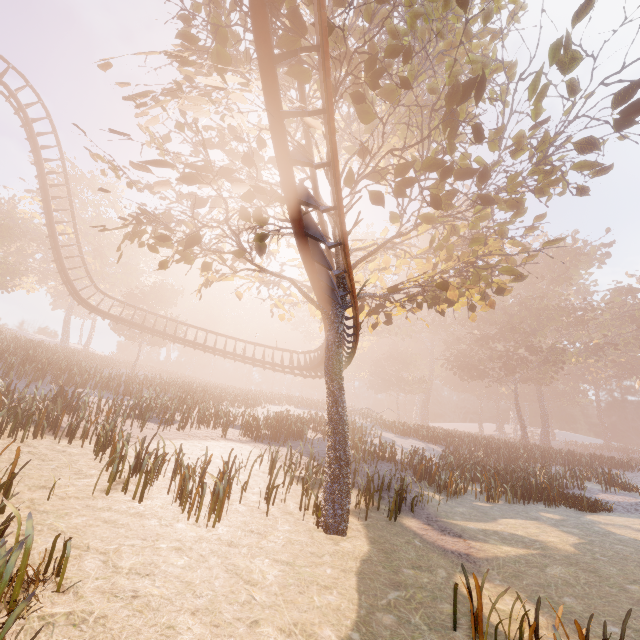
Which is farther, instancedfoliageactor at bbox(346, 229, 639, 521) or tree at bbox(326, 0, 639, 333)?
instancedfoliageactor at bbox(346, 229, 639, 521)

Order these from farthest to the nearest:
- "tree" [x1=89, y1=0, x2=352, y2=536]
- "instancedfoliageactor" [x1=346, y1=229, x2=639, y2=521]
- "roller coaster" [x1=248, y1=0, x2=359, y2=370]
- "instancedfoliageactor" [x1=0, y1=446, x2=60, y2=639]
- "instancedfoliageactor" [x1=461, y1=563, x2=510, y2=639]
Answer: "instancedfoliageactor" [x1=346, y1=229, x2=639, y2=521]
"tree" [x1=89, y1=0, x2=352, y2=536]
"roller coaster" [x1=248, y1=0, x2=359, y2=370]
"instancedfoliageactor" [x1=461, y1=563, x2=510, y2=639]
"instancedfoliageactor" [x1=0, y1=446, x2=60, y2=639]

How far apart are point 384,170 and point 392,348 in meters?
47.9 m

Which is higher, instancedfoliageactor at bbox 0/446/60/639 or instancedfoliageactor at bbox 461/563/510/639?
instancedfoliageactor at bbox 0/446/60/639

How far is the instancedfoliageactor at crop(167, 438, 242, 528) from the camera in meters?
7.4

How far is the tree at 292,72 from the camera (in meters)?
6.90

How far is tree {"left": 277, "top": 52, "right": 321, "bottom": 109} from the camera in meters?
6.9
